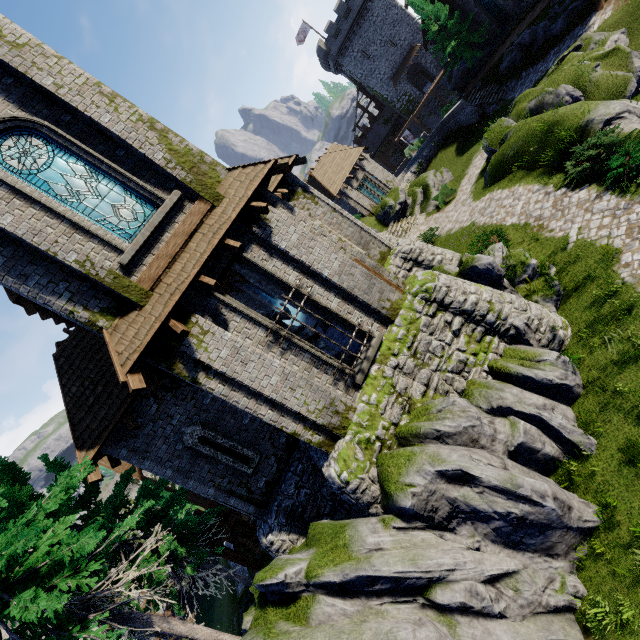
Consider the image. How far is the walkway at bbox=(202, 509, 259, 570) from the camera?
14.6m

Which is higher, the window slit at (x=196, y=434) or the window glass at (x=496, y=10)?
the window slit at (x=196, y=434)

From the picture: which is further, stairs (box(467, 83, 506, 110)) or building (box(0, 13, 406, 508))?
stairs (box(467, 83, 506, 110))

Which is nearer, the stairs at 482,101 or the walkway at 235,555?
the walkway at 235,555

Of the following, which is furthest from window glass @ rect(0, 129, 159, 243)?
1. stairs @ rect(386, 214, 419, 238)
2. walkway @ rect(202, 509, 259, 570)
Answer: stairs @ rect(386, 214, 419, 238)

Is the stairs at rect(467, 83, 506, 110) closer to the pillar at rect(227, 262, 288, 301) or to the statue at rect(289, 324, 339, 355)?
the pillar at rect(227, 262, 288, 301)

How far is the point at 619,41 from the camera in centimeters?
1877cm

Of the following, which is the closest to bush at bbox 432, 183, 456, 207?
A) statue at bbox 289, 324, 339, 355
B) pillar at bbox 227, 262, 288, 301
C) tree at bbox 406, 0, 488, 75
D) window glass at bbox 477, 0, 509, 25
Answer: pillar at bbox 227, 262, 288, 301
